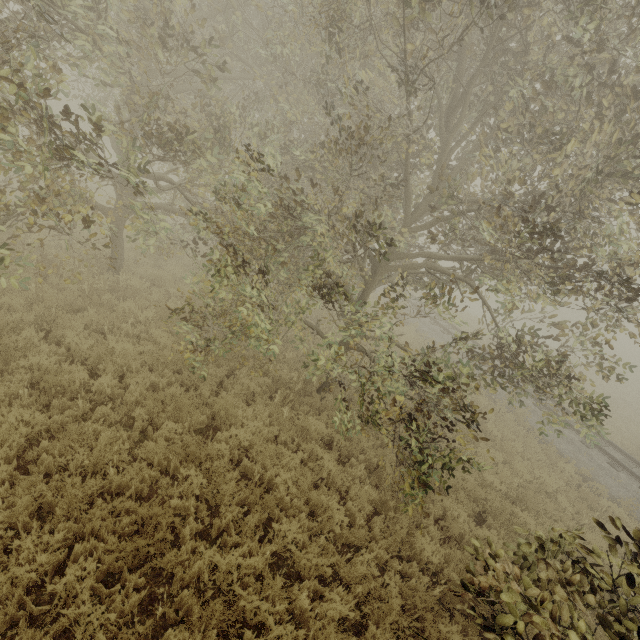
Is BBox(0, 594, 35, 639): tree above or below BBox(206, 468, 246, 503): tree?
below

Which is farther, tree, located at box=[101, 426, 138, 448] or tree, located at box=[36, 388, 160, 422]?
tree, located at box=[36, 388, 160, 422]

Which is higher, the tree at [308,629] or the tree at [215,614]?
the tree at [215,614]

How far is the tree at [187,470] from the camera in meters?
5.2 m

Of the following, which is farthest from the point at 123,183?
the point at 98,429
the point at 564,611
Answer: the point at 564,611

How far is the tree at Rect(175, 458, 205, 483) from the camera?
5.2m
